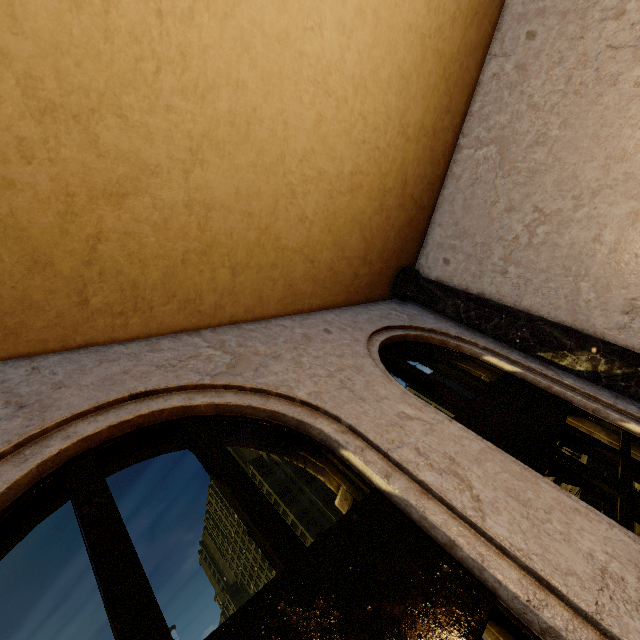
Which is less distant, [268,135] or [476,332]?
[268,135]
